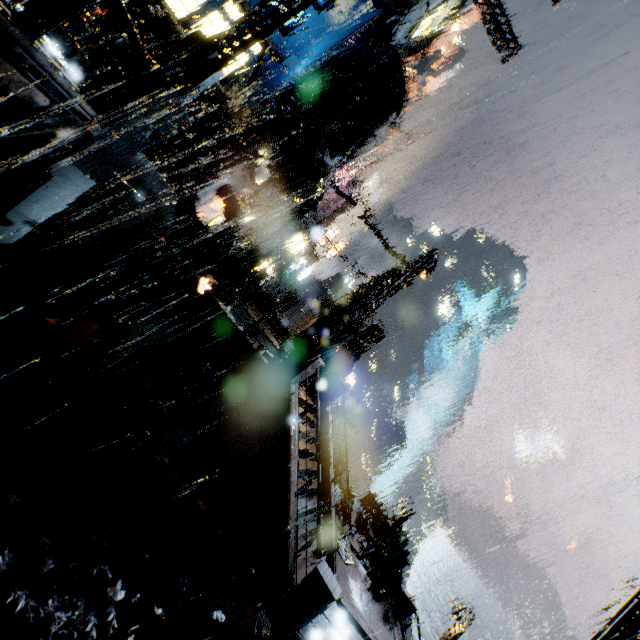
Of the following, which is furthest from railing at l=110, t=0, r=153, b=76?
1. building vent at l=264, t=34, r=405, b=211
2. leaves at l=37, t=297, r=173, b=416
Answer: building vent at l=264, t=34, r=405, b=211

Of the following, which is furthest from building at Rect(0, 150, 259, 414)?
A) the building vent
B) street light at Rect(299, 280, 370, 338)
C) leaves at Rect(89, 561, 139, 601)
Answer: leaves at Rect(89, 561, 139, 601)

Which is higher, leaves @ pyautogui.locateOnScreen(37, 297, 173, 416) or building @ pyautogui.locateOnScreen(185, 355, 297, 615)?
building @ pyautogui.locateOnScreen(185, 355, 297, 615)

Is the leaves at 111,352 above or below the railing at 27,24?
below

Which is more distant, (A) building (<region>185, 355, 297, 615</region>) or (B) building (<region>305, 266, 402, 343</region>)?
(B) building (<region>305, 266, 402, 343</region>)

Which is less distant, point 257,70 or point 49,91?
point 49,91

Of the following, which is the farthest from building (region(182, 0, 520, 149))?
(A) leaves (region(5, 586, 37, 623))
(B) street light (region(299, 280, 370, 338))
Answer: (A) leaves (region(5, 586, 37, 623))

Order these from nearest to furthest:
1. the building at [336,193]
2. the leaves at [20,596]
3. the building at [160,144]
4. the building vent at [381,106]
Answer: the leaves at [20,596] → the building at [160,144] → the building vent at [381,106] → the building at [336,193]
